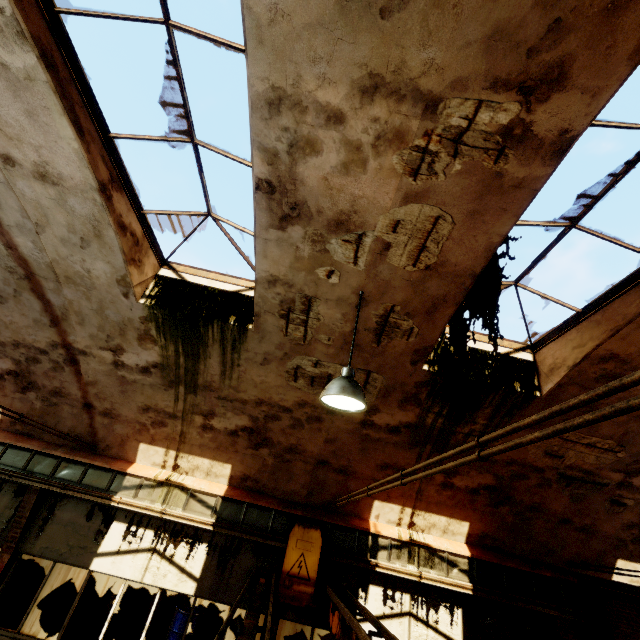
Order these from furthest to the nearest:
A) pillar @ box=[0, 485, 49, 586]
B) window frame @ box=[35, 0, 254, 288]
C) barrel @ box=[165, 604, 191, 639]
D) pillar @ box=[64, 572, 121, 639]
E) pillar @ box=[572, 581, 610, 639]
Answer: pillar @ box=[572, 581, 610, 639], pillar @ box=[64, 572, 121, 639], barrel @ box=[165, 604, 191, 639], pillar @ box=[0, 485, 49, 586], window frame @ box=[35, 0, 254, 288]

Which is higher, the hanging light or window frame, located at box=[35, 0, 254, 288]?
window frame, located at box=[35, 0, 254, 288]

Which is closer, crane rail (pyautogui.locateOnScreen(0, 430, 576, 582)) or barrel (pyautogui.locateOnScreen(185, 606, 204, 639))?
crane rail (pyautogui.locateOnScreen(0, 430, 576, 582))

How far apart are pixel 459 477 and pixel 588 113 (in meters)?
6.17

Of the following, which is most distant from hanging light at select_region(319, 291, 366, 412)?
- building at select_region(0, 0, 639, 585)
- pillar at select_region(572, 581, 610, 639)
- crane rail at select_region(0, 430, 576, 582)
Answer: pillar at select_region(572, 581, 610, 639)

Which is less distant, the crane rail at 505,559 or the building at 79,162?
the building at 79,162

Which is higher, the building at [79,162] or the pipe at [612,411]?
the building at [79,162]

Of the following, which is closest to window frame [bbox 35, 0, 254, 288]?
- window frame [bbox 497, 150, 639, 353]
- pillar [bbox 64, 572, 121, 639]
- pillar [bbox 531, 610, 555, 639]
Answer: window frame [bbox 497, 150, 639, 353]
